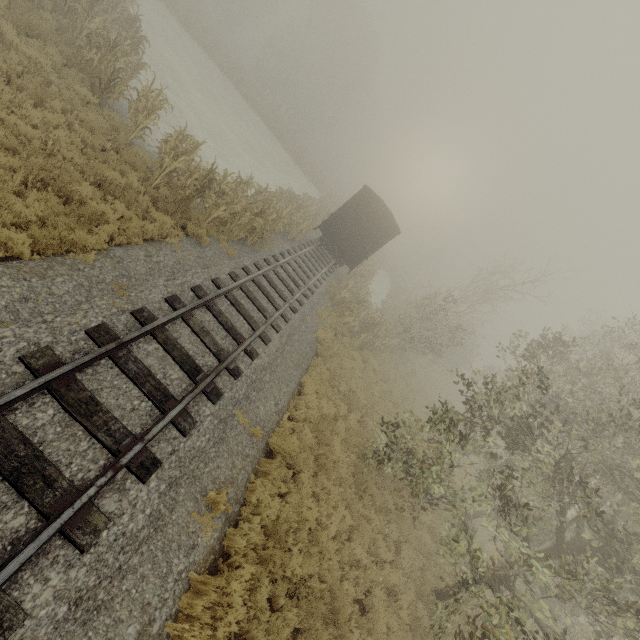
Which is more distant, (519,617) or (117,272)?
(117,272)

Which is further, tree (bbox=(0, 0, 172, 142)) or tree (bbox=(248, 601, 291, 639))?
tree (bbox=(0, 0, 172, 142))

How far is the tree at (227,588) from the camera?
4.9m

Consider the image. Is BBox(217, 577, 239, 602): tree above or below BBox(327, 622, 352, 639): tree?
above

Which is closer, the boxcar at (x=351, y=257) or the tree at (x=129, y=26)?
the tree at (x=129, y=26)

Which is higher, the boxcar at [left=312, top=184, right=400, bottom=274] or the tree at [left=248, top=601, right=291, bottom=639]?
the boxcar at [left=312, top=184, right=400, bottom=274]

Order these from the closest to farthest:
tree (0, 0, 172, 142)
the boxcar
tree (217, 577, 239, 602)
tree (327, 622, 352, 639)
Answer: tree (217, 577, 239, 602) < tree (327, 622, 352, 639) < tree (0, 0, 172, 142) < the boxcar
